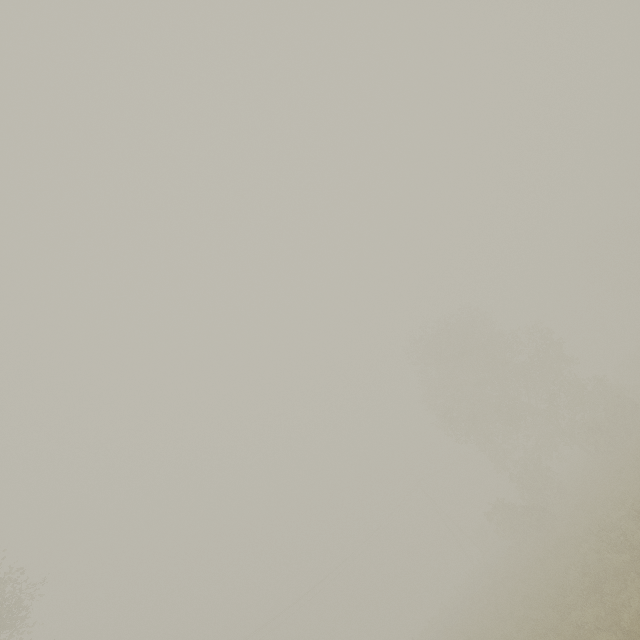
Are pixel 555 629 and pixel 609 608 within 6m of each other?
yes
